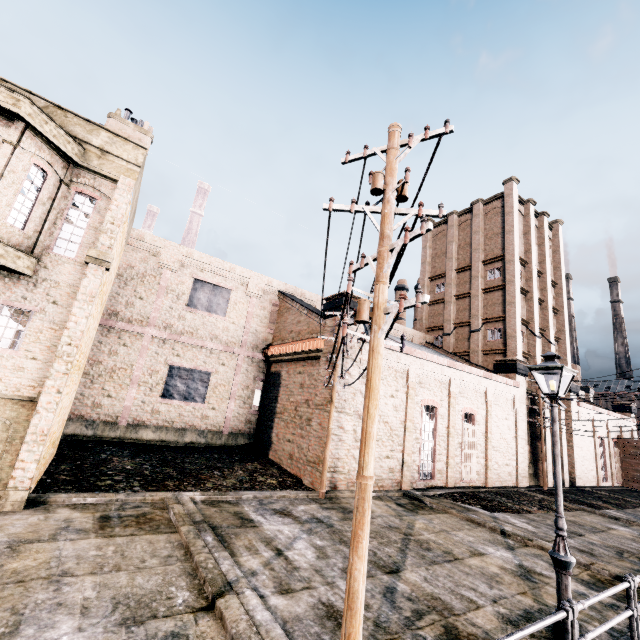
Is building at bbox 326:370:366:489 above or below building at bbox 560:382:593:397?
below

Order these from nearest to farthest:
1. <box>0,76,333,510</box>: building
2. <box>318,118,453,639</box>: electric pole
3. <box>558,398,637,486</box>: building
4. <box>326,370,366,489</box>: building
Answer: <box>318,118,453,639</box>: electric pole
<box>0,76,333,510</box>: building
<box>326,370,366,489</box>: building
<box>558,398,637,486</box>: building

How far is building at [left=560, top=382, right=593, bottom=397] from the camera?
33.0 meters

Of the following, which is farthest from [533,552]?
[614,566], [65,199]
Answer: [65,199]

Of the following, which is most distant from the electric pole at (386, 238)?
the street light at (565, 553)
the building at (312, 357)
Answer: the street light at (565, 553)

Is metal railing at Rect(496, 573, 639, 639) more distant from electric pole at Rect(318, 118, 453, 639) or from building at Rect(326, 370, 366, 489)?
building at Rect(326, 370, 366, 489)

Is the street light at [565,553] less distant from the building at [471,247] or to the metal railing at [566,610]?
the metal railing at [566,610]

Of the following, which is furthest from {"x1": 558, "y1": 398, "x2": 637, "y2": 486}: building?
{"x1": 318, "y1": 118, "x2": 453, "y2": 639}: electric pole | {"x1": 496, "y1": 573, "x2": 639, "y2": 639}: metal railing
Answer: {"x1": 496, "y1": 573, "x2": 639, "y2": 639}: metal railing
